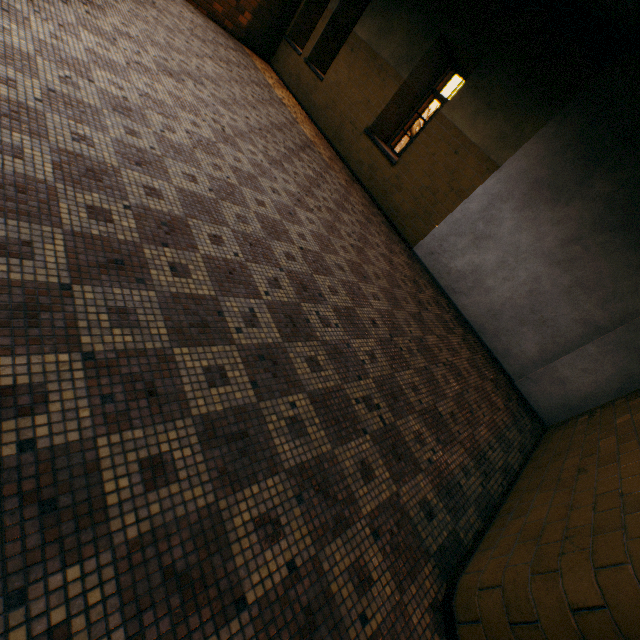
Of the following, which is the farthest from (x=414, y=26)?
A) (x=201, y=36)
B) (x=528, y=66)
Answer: (x=201, y=36)
